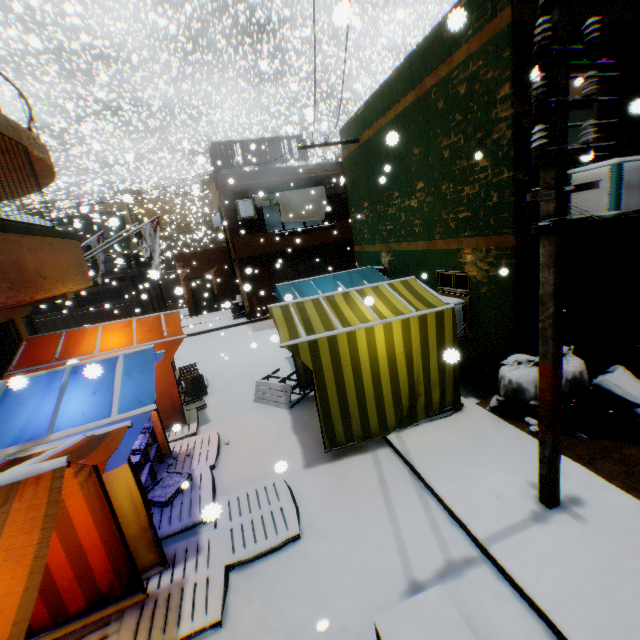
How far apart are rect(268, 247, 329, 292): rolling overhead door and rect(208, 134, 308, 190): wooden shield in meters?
0.3

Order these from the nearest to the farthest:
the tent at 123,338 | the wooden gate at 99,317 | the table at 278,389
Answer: the tent at 123,338 < the table at 278,389 < the wooden gate at 99,317

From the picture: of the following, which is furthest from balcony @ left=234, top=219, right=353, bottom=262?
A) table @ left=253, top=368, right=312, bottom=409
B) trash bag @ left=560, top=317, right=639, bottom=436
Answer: table @ left=253, top=368, right=312, bottom=409

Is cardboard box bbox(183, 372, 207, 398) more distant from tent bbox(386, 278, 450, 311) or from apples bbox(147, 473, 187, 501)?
apples bbox(147, 473, 187, 501)

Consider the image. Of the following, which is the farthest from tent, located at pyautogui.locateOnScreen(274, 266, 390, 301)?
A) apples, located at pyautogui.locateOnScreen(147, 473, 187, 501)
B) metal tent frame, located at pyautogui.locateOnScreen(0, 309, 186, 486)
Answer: apples, located at pyautogui.locateOnScreen(147, 473, 187, 501)

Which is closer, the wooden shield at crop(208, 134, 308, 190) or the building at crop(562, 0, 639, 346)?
the building at crop(562, 0, 639, 346)

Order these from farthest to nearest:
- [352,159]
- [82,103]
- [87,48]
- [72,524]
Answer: [87,48] < [82,103] < [352,159] < [72,524]

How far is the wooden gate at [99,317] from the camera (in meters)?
17.03
